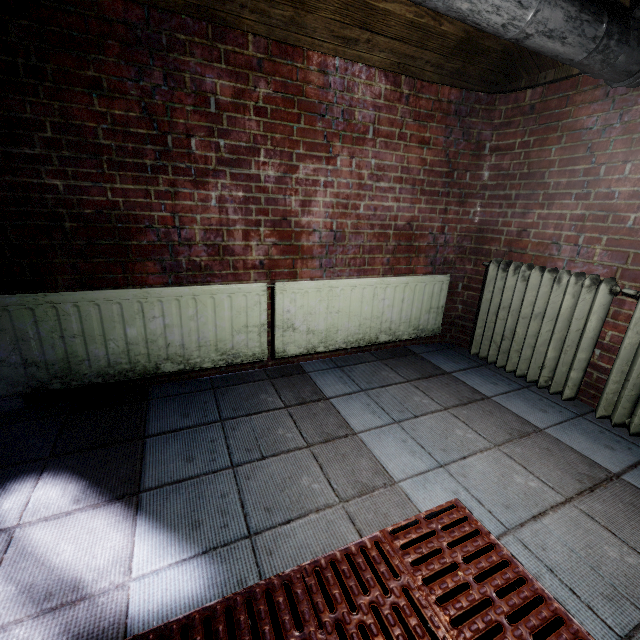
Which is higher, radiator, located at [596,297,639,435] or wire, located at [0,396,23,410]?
radiator, located at [596,297,639,435]

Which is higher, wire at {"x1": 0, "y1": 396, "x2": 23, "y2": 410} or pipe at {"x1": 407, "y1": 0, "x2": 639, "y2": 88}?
pipe at {"x1": 407, "y1": 0, "x2": 639, "y2": 88}

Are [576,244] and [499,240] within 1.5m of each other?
yes

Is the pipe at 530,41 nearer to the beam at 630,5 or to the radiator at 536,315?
the beam at 630,5

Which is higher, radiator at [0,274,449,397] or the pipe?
the pipe

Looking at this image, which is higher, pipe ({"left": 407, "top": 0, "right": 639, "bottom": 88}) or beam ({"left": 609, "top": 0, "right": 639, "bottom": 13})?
beam ({"left": 609, "top": 0, "right": 639, "bottom": 13})

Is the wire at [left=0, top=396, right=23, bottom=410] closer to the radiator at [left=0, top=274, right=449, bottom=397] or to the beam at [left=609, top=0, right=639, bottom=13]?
the radiator at [left=0, top=274, right=449, bottom=397]

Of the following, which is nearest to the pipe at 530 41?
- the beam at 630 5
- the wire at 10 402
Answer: the beam at 630 5
